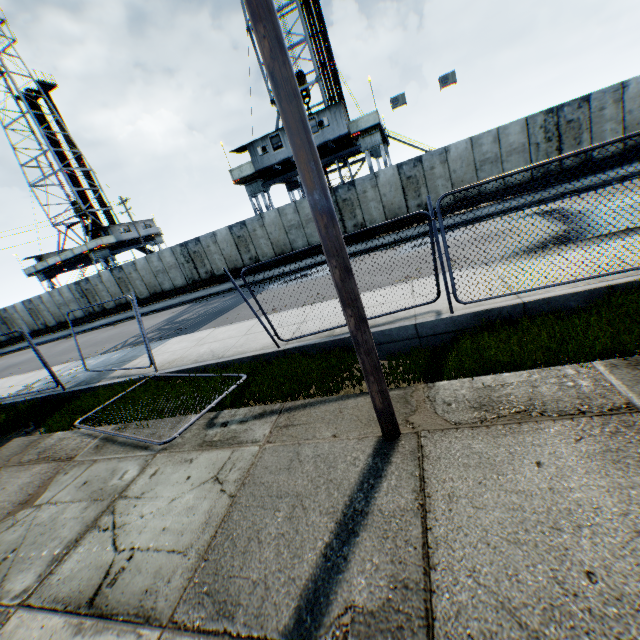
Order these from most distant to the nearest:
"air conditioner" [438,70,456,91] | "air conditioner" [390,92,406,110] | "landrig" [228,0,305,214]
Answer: "landrig" [228,0,305,214]
"air conditioner" [390,92,406,110]
"air conditioner" [438,70,456,91]

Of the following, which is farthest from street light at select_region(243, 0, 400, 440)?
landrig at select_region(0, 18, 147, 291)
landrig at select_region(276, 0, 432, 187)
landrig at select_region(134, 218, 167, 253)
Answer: landrig at select_region(0, 18, 147, 291)

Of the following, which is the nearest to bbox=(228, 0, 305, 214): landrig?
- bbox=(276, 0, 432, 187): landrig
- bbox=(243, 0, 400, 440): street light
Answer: bbox=(276, 0, 432, 187): landrig

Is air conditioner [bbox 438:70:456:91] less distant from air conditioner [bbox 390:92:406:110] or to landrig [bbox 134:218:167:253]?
air conditioner [bbox 390:92:406:110]

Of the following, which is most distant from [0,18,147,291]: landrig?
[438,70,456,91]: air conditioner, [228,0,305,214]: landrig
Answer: [438,70,456,91]: air conditioner

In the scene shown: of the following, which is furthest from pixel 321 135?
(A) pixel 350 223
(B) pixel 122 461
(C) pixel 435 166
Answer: (B) pixel 122 461

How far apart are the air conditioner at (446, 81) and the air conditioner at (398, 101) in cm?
180

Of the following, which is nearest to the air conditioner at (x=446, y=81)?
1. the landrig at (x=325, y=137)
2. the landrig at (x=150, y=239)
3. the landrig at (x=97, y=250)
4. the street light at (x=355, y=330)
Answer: the landrig at (x=325, y=137)
